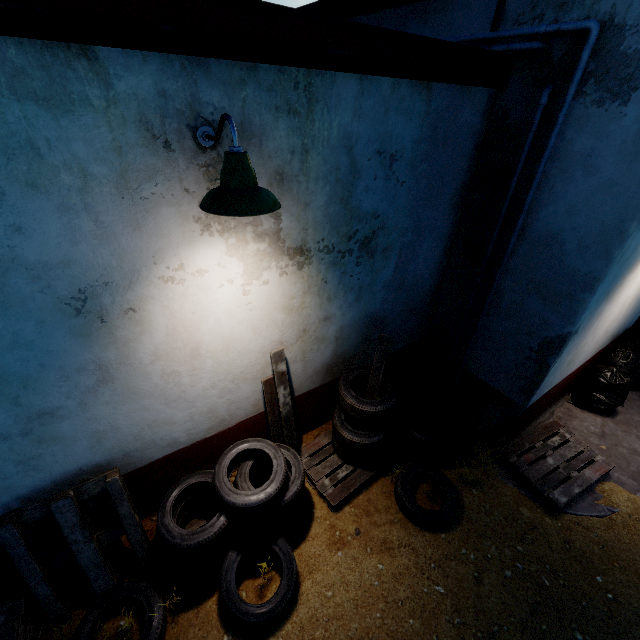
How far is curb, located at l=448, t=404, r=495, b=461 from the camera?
4.34m

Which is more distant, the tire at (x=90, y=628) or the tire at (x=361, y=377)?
the tire at (x=361, y=377)

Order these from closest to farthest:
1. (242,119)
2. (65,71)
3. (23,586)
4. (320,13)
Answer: (65,71) < (242,119) < (23,586) < (320,13)

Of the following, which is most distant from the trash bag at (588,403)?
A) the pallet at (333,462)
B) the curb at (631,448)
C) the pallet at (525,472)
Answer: the pallet at (333,462)

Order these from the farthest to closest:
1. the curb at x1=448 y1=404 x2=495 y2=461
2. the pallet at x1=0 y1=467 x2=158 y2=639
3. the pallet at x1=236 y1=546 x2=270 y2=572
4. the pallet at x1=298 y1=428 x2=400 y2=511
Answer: the curb at x1=448 y1=404 x2=495 y2=461
the pallet at x1=298 y1=428 x2=400 y2=511
the pallet at x1=236 y1=546 x2=270 y2=572
the pallet at x1=0 y1=467 x2=158 y2=639

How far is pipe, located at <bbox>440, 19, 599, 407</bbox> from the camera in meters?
2.5 m

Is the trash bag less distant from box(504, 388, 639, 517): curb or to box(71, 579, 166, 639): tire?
box(504, 388, 639, 517): curb
